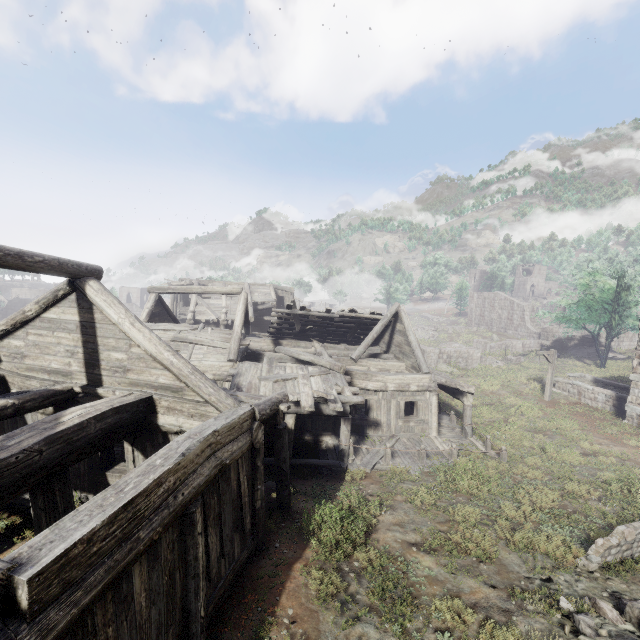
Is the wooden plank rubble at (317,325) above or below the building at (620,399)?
above

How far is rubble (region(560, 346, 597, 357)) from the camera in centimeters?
3436cm

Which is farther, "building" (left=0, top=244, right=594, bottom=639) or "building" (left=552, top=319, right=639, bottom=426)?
"building" (left=552, top=319, right=639, bottom=426)

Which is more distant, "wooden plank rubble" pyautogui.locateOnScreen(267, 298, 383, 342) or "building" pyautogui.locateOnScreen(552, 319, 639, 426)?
"wooden plank rubble" pyautogui.locateOnScreen(267, 298, 383, 342)

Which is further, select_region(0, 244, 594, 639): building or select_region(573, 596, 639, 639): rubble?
select_region(573, 596, 639, 639): rubble

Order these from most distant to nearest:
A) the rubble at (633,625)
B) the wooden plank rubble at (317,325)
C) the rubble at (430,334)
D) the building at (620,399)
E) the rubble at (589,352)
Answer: the rubble at (430,334) < the rubble at (589,352) < the wooden plank rubble at (317,325) < the building at (620,399) < the rubble at (633,625)

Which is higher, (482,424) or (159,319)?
(159,319)

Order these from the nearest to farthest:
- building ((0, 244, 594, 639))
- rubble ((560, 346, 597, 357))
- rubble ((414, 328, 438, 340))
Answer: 1. building ((0, 244, 594, 639))
2. rubble ((560, 346, 597, 357))
3. rubble ((414, 328, 438, 340))
